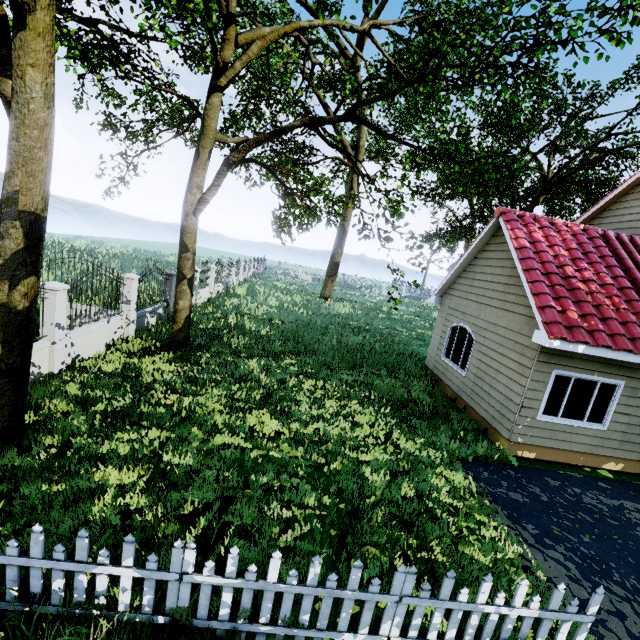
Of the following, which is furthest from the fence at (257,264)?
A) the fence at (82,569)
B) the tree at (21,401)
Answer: the fence at (82,569)

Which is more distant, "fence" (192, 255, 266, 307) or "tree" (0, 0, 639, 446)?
"fence" (192, 255, 266, 307)

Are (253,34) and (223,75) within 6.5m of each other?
yes

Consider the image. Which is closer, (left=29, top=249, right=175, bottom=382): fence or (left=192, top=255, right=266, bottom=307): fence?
(left=29, top=249, right=175, bottom=382): fence

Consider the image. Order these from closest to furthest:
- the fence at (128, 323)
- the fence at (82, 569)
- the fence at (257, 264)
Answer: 1. the fence at (82, 569)
2. the fence at (128, 323)
3. the fence at (257, 264)

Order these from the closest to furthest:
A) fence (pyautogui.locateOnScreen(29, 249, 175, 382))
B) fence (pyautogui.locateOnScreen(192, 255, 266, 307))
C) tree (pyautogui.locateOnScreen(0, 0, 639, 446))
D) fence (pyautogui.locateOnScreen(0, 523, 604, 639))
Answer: fence (pyautogui.locateOnScreen(0, 523, 604, 639))
tree (pyautogui.locateOnScreen(0, 0, 639, 446))
fence (pyautogui.locateOnScreen(29, 249, 175, 382))
fence (pyautogui.locateOnScreen(192, 255, 266, 307))

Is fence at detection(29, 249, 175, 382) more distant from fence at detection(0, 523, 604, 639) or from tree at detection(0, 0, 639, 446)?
fence at detection(0, 523, 604, 639)

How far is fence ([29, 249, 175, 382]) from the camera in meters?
7.4
